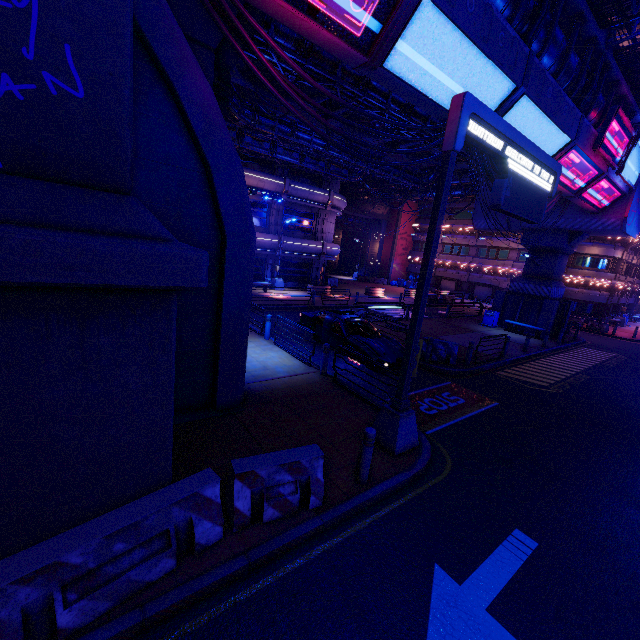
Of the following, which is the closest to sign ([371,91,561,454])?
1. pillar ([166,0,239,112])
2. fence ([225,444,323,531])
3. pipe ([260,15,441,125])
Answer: fence ([225,444,323,531])

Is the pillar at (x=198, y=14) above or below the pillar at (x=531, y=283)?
above

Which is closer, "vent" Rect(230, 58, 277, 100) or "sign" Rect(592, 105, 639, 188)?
"sign" Rect(592, 105, 639, 188)

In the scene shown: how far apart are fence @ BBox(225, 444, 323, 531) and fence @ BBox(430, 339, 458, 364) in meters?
9.5 m

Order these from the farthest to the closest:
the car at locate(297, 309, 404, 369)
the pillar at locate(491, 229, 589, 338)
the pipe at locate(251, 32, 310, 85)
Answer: the pillar at locate(491, 229, 589, 338) < the car at locate(297, 309, 404, 369) < the pipe at locate(251, 32, 310, 85)

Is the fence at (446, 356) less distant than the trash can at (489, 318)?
Yes

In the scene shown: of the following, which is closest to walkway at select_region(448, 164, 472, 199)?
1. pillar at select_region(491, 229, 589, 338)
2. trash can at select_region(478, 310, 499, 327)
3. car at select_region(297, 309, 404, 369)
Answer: pillar at select_region(491, 229, 589, 338)

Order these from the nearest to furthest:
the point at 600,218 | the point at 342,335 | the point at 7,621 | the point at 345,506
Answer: the point at 7,621 → the point at 345,506 → the point at 342,335 → the point at 600,218
